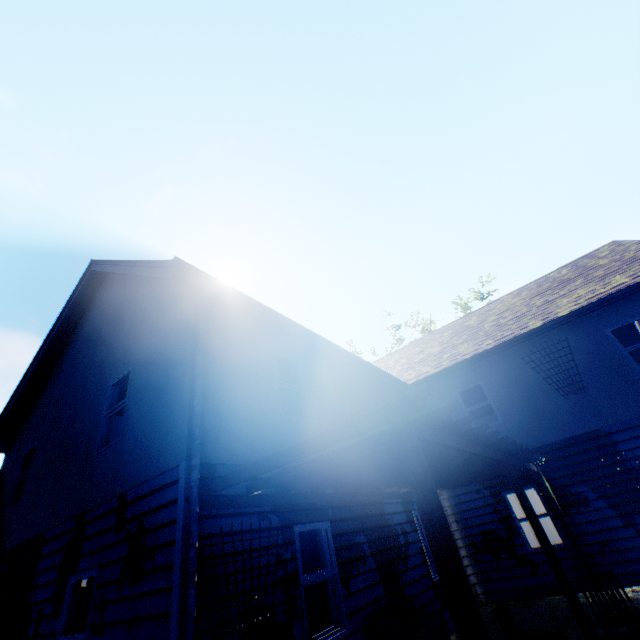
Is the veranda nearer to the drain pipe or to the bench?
the drain pipe

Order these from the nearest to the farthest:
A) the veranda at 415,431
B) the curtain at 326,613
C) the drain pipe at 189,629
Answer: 1. the veranda at 415,431
2. the drain pipe at 189,629
3. the curtain at 326,613

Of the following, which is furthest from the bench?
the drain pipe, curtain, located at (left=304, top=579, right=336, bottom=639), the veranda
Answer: the drain pipe

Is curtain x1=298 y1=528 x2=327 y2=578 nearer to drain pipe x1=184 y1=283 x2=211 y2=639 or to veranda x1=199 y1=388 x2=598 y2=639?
veranda x1=199 y1=388 x2=598 y2=639

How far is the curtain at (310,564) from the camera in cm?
563

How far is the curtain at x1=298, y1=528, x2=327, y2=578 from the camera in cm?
563

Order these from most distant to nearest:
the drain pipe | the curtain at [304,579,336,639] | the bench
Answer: the bench < the curtain at [304,579,336,639] < the drain pipe

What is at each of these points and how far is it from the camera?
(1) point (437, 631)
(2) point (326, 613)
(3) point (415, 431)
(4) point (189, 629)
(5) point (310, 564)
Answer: (1) bench, 6.1 meters
(2) curtain, 5.5 meters
(3) veranda, 3.3 meters
(4) drain pipe, 3.5 meters
(5) curtain, 5.8 meters
